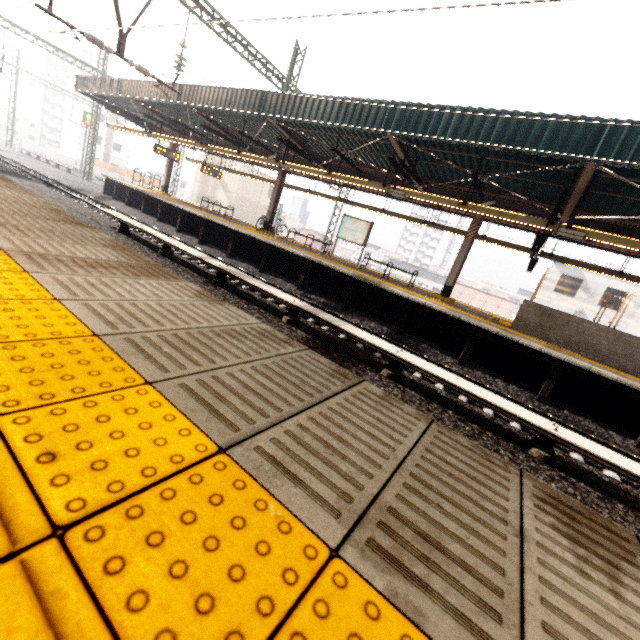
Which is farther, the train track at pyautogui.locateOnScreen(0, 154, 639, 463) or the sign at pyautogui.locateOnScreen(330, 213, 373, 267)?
the sign at pyautogui.locateOnScreen(330, 213, 373, 267)

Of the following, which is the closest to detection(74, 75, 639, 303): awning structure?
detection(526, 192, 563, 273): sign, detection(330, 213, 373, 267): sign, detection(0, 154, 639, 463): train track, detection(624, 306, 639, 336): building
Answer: detection(526, 192, 563, 273): sign

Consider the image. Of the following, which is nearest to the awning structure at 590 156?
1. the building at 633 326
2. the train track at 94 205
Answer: the train track at 94 205

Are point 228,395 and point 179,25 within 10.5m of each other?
yes

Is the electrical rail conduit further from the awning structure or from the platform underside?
the awning structure

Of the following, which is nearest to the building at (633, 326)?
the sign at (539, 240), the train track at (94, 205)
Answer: the sign at (539, 240)

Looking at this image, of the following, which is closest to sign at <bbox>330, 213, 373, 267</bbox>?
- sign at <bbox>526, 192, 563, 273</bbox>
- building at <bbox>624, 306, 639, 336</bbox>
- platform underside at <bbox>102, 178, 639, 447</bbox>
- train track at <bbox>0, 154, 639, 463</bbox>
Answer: platform underside at <bbox>102, 178, 639, 447</bbox>

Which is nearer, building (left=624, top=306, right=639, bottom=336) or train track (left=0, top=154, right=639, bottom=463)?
train track (left=0, top=154, right=639, bottom=463)
